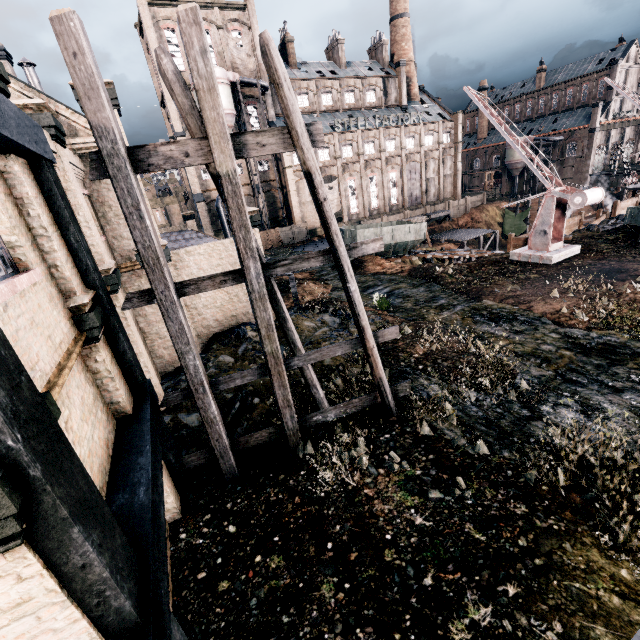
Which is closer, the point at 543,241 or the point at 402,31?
the point at 543,241

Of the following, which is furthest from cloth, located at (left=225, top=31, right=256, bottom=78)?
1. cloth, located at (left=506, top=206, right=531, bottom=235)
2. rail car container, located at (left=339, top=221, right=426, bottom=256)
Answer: cloth, located at (left=506, top=206, right=531, bottom=235)

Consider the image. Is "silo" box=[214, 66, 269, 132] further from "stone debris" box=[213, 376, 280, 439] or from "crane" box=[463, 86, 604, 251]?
"stone debris" box=[213, 376, 280, 439]

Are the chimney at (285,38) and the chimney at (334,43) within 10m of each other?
yes

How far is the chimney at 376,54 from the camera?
57.72m

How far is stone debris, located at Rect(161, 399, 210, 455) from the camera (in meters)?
10.98

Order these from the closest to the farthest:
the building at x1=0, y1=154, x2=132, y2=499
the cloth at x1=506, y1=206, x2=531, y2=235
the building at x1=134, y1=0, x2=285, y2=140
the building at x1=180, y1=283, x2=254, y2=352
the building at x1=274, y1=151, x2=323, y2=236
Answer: the building at x1=0, y1=154, x2=132, y2=499 < the building at x1=180, y1=283, x2=254, y2=352 < the building at x1=134, y1=0, x2=285, y2=140 < the building at x1=274, y1=151, x2=323, y2=236 < the cloth at x1=506, y1=206, x2=531, y2=235

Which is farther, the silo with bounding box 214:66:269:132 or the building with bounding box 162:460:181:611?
the silo with bounding box 214:66:269:132
